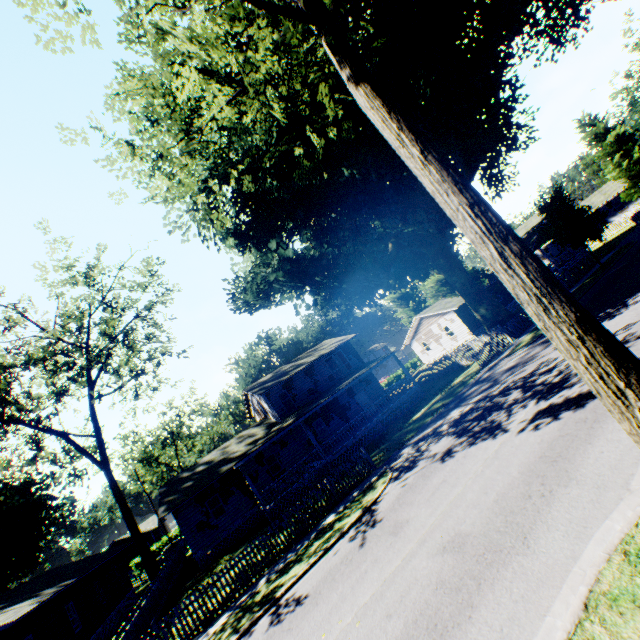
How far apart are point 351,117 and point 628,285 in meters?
19.4 m

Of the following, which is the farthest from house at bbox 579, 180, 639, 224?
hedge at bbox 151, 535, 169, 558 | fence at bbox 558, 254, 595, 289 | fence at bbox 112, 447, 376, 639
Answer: hedge at bbox 151, 535, 169, 558

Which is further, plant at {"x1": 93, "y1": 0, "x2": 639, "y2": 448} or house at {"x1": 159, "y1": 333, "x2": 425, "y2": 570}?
house at {"x1": 159, "y1": 333, "x2": 425, "y2": 570}

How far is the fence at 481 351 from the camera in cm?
2197

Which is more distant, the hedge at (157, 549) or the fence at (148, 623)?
the hedge at (157, 549)

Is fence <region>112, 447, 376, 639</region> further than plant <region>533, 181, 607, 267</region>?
No

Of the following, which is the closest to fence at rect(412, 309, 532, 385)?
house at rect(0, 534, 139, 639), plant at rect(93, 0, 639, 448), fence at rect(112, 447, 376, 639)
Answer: plant at rect(93, 0, 639, 448)

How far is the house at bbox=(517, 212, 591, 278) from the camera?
38.25m
